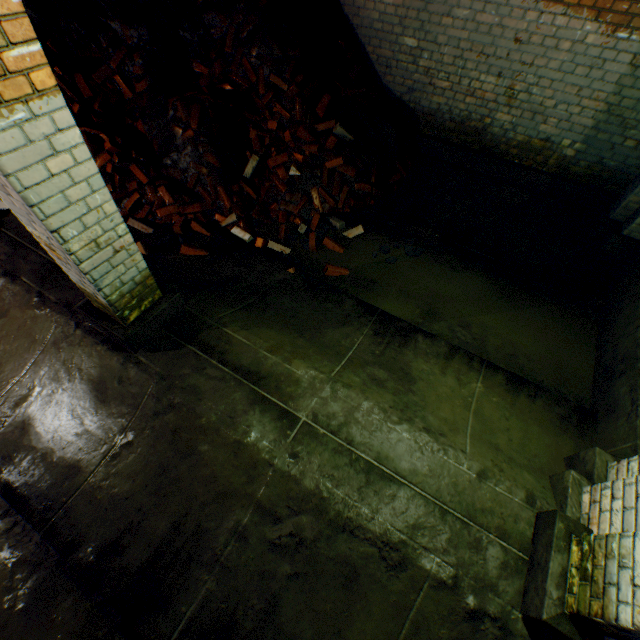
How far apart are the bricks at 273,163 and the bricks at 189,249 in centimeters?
158cm

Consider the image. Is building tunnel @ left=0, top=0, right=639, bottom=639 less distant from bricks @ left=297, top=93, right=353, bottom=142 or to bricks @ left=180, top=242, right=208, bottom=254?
bricks @ left=180, top=242, right=208, bottom=254

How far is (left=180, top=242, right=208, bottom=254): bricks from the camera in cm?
397

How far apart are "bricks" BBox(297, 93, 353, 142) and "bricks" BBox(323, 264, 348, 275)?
1.8 meters

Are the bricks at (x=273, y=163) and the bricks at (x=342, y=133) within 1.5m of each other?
yes

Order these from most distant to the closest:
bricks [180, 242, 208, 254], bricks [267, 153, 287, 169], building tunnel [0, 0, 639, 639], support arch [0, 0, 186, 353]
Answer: bricks [267, 153, 287, 169], bricks [180, 242, 208, 254], building tunnel [0, 0, 639, 639], support arch [0, 0, 186, 353]

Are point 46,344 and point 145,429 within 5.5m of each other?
yes

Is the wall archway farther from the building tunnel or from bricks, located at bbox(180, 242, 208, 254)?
bricks, located at bbox(180, 242, 208, 254)
